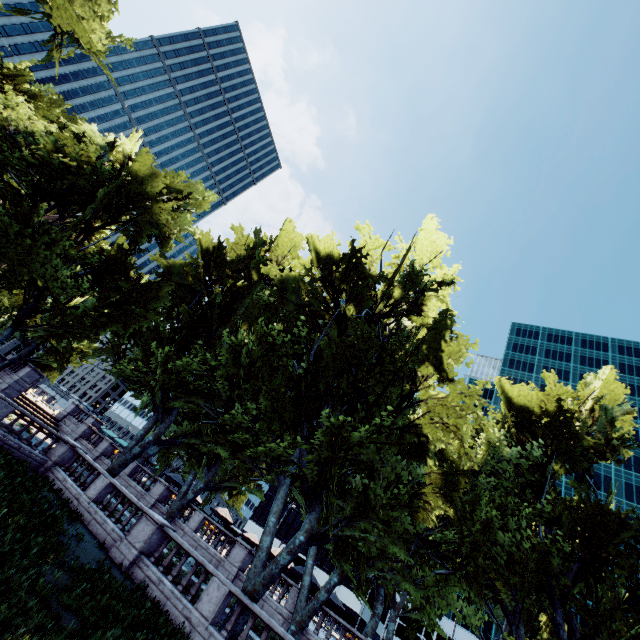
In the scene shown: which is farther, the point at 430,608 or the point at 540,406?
the point at 540,406

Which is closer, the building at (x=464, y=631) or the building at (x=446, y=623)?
the building at (x=464, y=631)

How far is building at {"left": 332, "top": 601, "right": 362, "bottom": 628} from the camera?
58.3 meters

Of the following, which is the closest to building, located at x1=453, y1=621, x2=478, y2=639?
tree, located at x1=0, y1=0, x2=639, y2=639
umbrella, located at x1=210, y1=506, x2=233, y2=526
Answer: tree, located at x1=0, y1=0, x2=639, y2=639

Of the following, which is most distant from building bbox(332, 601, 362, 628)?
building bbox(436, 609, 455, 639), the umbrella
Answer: the umbrella

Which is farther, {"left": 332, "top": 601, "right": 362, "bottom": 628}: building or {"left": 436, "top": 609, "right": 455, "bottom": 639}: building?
{"left": 332, "top": 601, "right": 362, "bottom": 628}: building

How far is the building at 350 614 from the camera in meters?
58.3 m

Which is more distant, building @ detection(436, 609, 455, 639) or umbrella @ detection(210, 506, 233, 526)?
building @ detection(436, 609, 455, 639)
